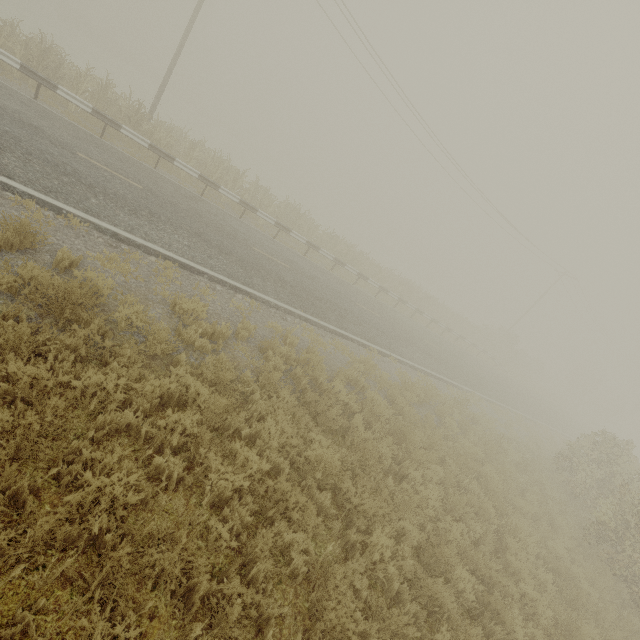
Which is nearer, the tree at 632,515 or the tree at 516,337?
the tree at 632,515

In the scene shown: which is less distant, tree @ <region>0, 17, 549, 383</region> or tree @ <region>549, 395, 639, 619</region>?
tree @ <region>549, 395, 639, 619</region>

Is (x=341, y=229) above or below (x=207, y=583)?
below
